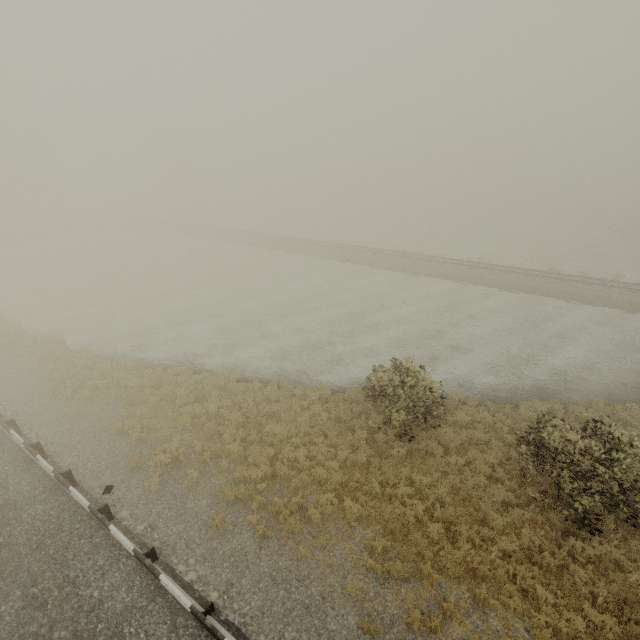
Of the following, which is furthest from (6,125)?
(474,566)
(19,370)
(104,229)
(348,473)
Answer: (474,566)
